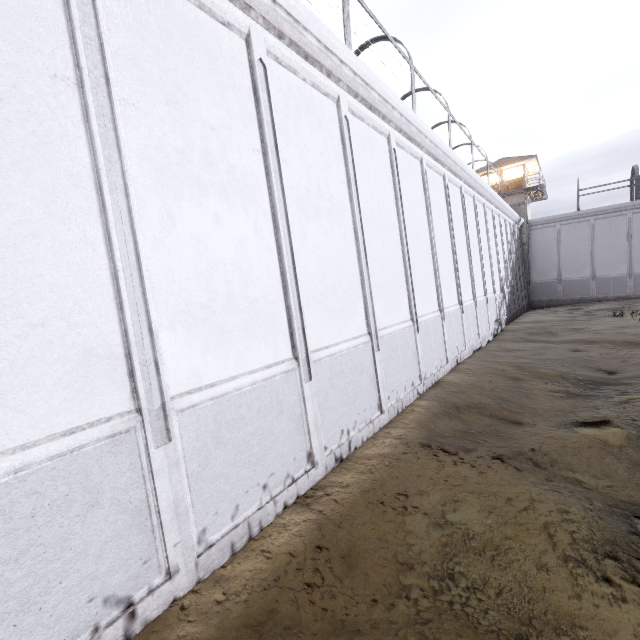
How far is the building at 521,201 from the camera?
32.0 meters

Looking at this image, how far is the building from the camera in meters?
32.0 m

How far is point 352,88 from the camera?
7.3 meters
